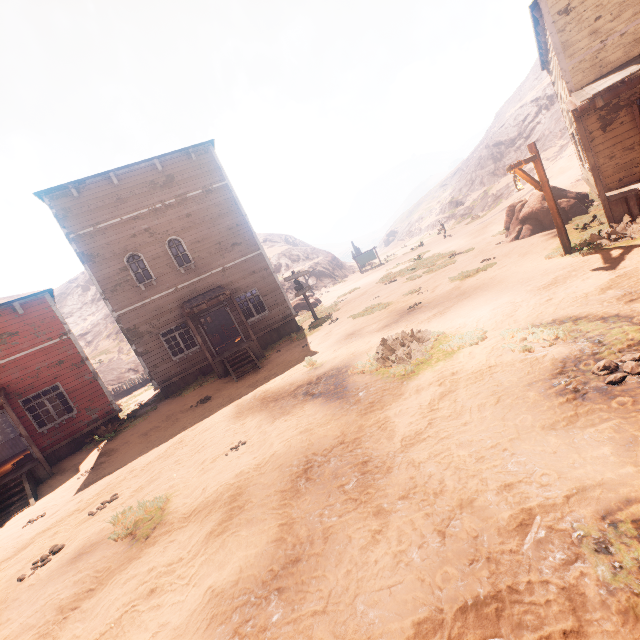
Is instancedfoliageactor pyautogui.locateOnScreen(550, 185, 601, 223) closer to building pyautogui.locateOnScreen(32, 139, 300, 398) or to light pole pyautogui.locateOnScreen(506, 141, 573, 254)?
building pyautogui.locateOnScreen(32, 139, 300, 398)

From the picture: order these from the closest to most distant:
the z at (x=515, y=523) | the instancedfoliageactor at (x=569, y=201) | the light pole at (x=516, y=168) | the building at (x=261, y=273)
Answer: the z at (x=515, y=523) < the light pole at (x=516, y=168) < the instancedfoliageactor at (x=569, y=201) < the building at (x=261, y=273)

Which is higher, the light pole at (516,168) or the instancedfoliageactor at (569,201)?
the light pole at (516,168)

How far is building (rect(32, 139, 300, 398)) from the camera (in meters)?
14.95

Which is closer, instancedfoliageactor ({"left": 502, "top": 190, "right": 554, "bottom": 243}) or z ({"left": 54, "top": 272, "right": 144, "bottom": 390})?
instancedfoliageactor ({"left": 502, "top": 190, "right": 554, "bottom": 243})

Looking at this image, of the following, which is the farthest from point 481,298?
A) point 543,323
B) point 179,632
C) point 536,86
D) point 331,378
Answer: point 536,86

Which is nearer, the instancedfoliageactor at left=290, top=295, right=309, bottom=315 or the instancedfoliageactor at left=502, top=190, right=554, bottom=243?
the instancedfoliageactor at left=502, top=190, right=554, bottom=243

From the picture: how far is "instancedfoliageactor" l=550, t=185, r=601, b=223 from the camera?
Answer: 13.3 meters
